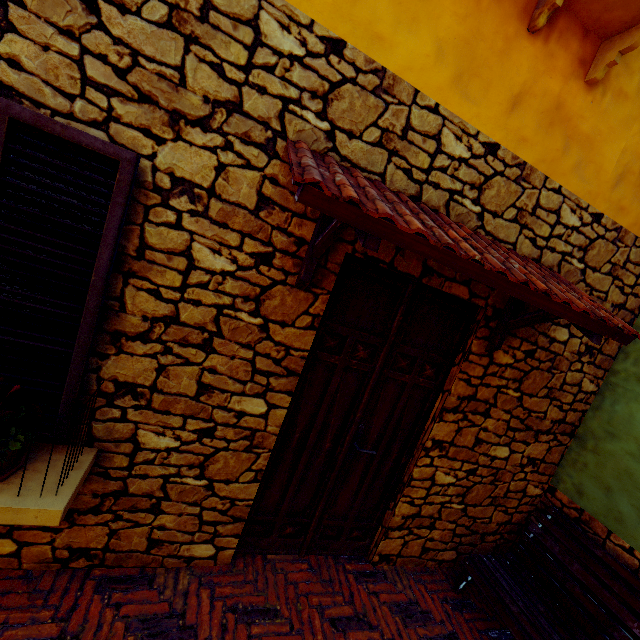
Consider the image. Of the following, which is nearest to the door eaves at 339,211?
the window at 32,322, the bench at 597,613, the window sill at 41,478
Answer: → the window at 32,322

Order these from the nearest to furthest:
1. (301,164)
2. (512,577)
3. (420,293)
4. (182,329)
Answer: (301,164)
(182,329)
(420,293)
(512,577)

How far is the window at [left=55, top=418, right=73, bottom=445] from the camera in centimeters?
182cm

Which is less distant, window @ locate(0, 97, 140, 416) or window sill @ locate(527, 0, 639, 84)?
window @ locate(0, 97, 140, 416)

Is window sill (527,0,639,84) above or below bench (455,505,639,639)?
above

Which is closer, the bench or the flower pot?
the flower pot

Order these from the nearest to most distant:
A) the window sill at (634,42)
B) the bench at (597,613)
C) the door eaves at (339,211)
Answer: the door eaves at (339,211) < the window sill at (634,42) < the bench at (597,613)
